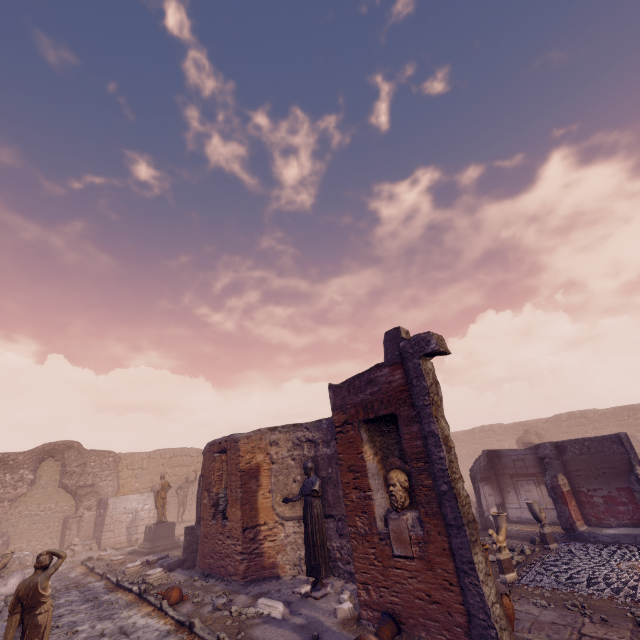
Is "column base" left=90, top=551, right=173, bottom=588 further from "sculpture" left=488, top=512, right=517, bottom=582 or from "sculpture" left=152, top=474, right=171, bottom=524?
"sculpture" left=488, top=512, right=517, bottom=582

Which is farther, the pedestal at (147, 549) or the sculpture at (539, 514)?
the pedestal at (147, 549)

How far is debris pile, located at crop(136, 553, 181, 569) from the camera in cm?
1164

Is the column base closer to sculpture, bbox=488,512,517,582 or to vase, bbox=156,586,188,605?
vase, bbox=156,586,188,605

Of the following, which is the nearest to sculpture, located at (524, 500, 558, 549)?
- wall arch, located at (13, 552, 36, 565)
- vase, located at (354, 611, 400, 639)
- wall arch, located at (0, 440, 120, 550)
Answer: vase, located at (354, 611, 400, 639)

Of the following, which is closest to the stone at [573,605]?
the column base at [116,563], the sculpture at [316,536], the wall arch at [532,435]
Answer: the sculpture at [316,536]

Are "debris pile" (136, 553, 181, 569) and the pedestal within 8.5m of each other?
yes

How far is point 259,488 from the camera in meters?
9.8
